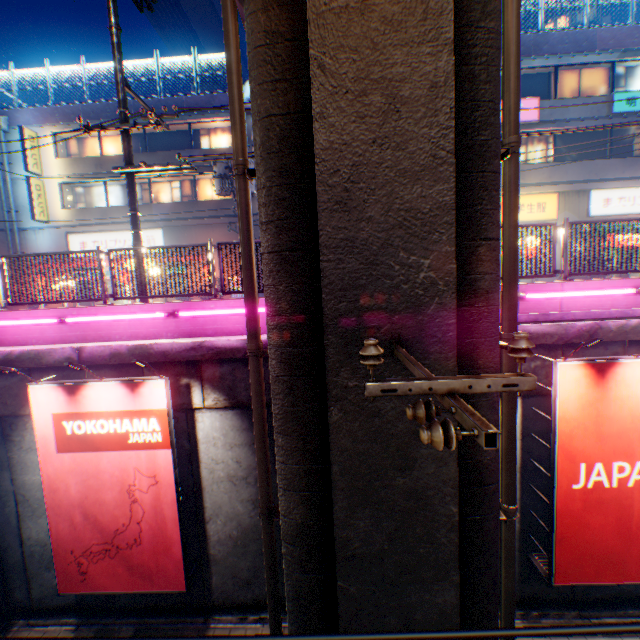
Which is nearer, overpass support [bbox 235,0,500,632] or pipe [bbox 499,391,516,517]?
overpass support [bbox 235,0,500,632]

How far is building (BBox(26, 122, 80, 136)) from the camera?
19.3m

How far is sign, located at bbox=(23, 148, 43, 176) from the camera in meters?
18.7 m

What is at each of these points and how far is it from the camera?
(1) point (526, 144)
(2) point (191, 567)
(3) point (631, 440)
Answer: (1) window glass, 16.7 meters
(2) sign frame, 6.9 meters
(3) billboard, 5.8 meters

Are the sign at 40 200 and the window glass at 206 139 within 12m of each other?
yes

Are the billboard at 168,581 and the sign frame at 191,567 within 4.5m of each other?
yes

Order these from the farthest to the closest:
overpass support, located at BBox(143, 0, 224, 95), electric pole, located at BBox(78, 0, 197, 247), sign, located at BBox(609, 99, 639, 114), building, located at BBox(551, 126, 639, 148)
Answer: overpass support, located at BBox(143, 0, 224, 95), building, located at BBox(551, 126, 639, 148), sign, located at BBox(609, 99, 639, 114), electric pole, located at BBox(78, 0, 197, 247)
